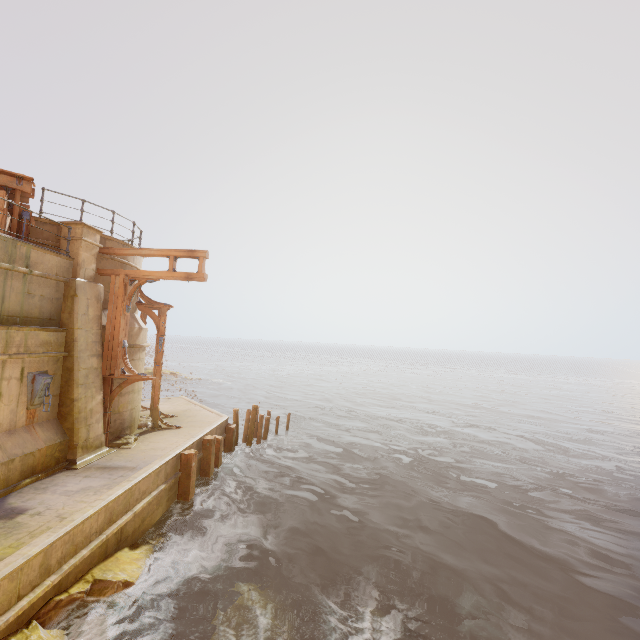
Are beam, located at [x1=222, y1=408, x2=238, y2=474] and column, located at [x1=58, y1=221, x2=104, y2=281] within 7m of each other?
no

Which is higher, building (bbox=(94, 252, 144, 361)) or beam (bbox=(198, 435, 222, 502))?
building (bbox=(94, 252, 144, 361))

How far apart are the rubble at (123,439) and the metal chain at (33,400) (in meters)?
2.63

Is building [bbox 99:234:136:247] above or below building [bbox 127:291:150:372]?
above

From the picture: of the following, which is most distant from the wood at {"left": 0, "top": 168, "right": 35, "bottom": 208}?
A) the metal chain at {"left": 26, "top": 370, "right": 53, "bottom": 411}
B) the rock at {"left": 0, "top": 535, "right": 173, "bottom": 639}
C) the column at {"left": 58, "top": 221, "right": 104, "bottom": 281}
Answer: the rock at {"left": 0, "top": 535, "right": 173, "bottom": 639}

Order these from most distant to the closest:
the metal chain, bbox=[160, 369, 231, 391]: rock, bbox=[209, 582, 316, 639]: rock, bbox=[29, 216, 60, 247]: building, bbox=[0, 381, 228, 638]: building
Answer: bbox=[160, 369, 231, 391]: rock, bbox=[29, 216, 60, 247]: building, the metal chain, bbox=[209, 582, 316, 639]: rock, bbox=[0, 381, 228, 638]: building

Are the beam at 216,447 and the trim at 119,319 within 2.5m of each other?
no

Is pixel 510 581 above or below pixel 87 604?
below
